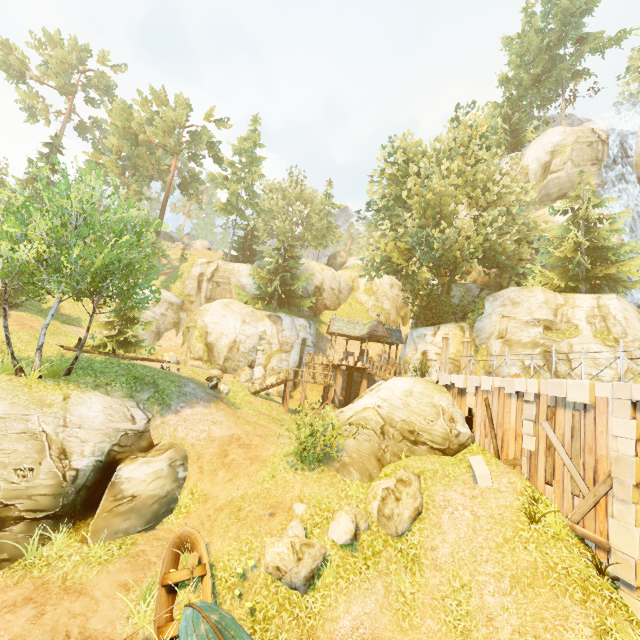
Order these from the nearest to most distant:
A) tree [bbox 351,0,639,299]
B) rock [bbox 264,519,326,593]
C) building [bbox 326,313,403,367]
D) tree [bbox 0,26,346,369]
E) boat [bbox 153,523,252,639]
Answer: boat [bbox 153,523,252,639], rock [bbox 264,519,326,593], tree [bbox 0,26,346,369], tree [bbox 351,0,639,299], building [bbox 326,313,403,367]

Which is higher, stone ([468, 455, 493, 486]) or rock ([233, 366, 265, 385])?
rock ([233, 366, 265, 385])

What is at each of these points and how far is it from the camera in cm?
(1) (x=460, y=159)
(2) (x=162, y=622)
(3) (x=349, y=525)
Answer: (1) tree, 2883
(2) boat, 869
(3) rock, 1052

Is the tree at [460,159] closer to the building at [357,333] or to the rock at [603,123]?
the rock at [603,123]

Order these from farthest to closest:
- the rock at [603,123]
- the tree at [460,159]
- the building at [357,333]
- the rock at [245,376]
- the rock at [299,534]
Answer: the rock at [603,123] < the rock at [245,376] < the building at [357,333] < the tree at [460,159] < the rock at [299,534]

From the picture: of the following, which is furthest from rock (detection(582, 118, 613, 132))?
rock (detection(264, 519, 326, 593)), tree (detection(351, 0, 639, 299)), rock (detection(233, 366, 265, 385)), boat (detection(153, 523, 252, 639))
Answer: boat (detection(153, 523, 252, 639))

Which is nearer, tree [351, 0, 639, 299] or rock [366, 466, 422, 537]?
rock [366, 466, 422, 537]

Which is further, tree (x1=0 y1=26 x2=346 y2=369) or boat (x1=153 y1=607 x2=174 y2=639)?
tree (x1=0 y1=26 x2=346 y2=369)
